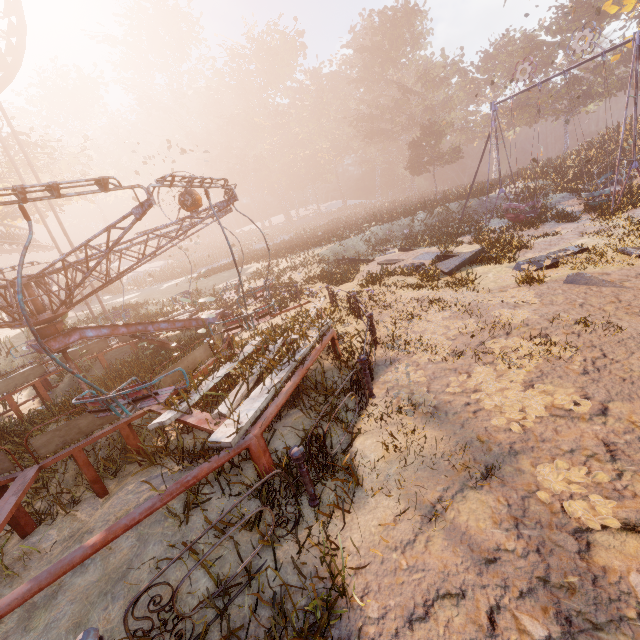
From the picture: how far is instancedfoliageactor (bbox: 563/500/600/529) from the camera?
2.6 meters

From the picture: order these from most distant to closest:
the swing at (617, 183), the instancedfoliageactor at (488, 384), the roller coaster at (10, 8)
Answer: the roller coaster at (10, 8)
the swing at (617, 183)
the instancedfoliageactor at (488, 384)

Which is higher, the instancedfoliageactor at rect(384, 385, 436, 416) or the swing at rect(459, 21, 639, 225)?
the swing at rect(459, 21, 639, 225)

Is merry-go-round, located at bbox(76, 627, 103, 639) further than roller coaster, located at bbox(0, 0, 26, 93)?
No

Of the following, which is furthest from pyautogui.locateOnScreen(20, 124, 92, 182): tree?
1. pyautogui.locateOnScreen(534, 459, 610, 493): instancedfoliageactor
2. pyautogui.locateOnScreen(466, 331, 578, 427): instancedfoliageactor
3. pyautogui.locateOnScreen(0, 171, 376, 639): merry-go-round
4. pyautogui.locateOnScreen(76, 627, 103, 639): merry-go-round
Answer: pyautogui.locateOnScreen(534, 459, 610, 493): instancedfoliageactor

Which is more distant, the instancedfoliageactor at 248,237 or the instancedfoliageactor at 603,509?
the instancedfoliageactor at 248,237

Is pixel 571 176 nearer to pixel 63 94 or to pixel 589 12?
pixel 589 12
